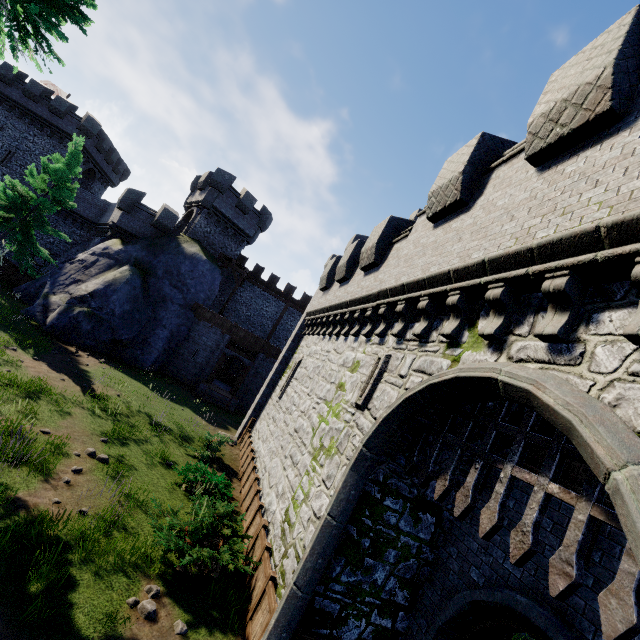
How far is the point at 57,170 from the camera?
21.1m

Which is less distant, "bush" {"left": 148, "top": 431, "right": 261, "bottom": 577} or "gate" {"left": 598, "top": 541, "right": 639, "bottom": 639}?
"gate" {"left": 598, "top": 541, "right": 639, "bottom": 639}

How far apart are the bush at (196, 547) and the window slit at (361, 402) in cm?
410

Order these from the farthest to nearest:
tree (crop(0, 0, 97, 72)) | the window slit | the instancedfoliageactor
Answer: tree (crop(0, 0, 97, 72)) < the window slit < the instancedfoliageactor

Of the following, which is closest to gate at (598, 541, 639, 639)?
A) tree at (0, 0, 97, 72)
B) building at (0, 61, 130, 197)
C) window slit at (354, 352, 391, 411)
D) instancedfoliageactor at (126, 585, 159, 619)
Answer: window slit at (354, 352, 391, 411)

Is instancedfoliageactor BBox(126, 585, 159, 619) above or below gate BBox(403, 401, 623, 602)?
below

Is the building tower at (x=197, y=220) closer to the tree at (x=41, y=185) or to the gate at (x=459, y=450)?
the tree at (x=41, y=185)

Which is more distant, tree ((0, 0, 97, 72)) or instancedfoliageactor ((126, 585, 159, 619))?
tree ((0, 0, 97, 72))
